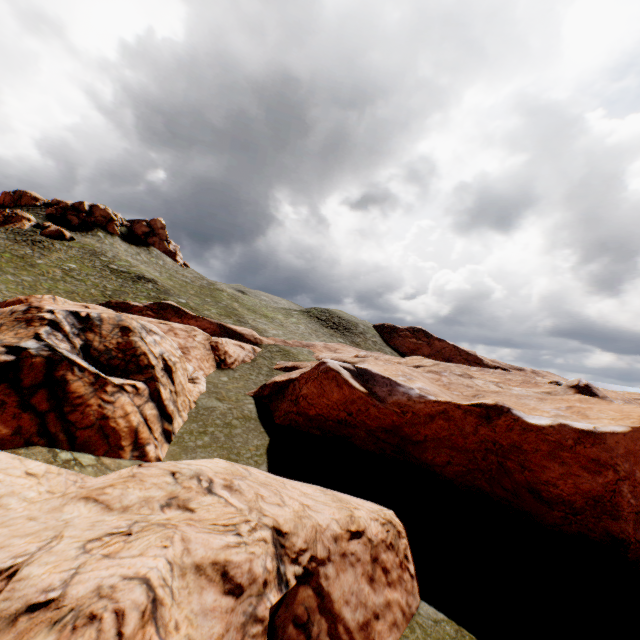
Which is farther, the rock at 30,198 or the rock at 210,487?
the rock at 30,198

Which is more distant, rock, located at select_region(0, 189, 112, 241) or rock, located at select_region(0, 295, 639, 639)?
rock, located at select_region(0, 189, 112, 241)

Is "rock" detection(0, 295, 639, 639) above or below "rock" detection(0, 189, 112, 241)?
below

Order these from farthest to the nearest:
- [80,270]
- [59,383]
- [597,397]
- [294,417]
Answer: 1. [80,270]
2. [597,397]
3. [294,417]
4. [59,383]

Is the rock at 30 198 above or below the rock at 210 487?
above
